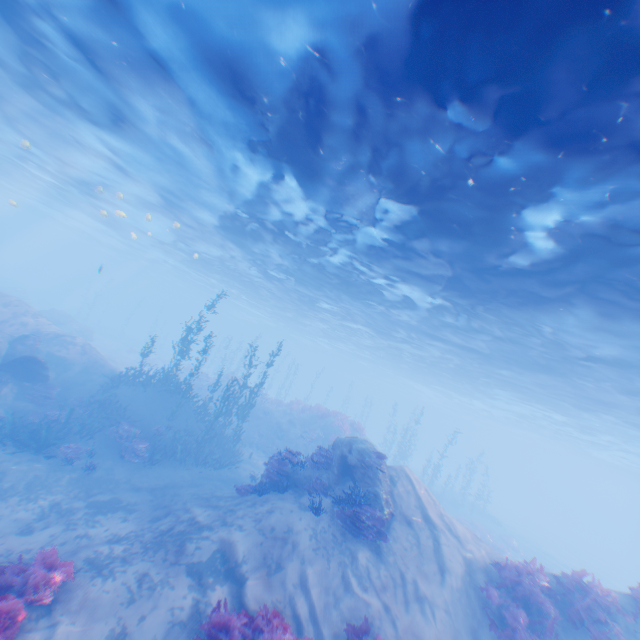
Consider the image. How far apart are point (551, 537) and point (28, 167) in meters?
71.5

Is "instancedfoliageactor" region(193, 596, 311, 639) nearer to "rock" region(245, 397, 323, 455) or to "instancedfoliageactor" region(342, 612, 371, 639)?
"instancedfoliageactor" region(342, 612, 371, 639)

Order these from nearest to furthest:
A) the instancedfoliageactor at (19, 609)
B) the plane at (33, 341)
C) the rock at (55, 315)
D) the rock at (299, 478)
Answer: the instancedfoliageactor at (19, 609) → the rock at (299, 478) → the plane at (33, 341) → the rock at (55, 315)

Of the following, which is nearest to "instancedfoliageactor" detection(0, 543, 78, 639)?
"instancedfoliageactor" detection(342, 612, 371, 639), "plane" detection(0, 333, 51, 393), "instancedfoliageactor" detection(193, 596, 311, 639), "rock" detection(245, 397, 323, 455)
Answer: "instancedfoliageactor" detection(193, 596, 311, 639)

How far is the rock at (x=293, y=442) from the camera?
23.3m

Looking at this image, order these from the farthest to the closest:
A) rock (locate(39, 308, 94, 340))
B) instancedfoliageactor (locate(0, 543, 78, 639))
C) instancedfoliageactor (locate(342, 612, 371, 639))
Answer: rock (locate(39, 308, 94, 340)), instancedfoliageactor (locate(342, 612, 371, 639)), instancedfoliageactor (locate(0, 543, 78, 639))

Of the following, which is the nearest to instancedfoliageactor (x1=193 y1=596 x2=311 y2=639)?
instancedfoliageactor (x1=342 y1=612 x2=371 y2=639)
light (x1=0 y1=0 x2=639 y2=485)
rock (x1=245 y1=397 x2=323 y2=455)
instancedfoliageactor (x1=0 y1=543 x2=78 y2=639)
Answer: instancedfoliageactor (x1=342 y1=612 x2=371 y2=639)

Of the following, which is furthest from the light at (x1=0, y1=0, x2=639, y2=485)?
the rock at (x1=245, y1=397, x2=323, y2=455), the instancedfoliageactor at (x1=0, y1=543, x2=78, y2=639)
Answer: the rock at (x1=245, y1=397, x2=323, y2=455)
